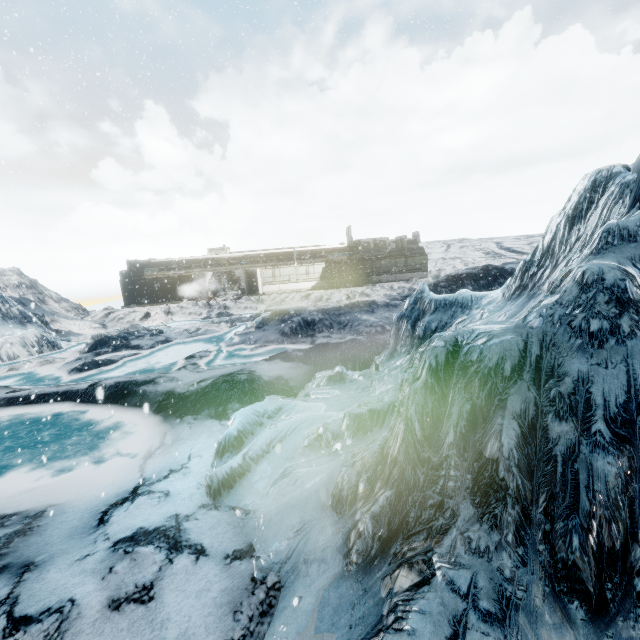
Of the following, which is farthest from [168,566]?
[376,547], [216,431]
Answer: [216,431]
